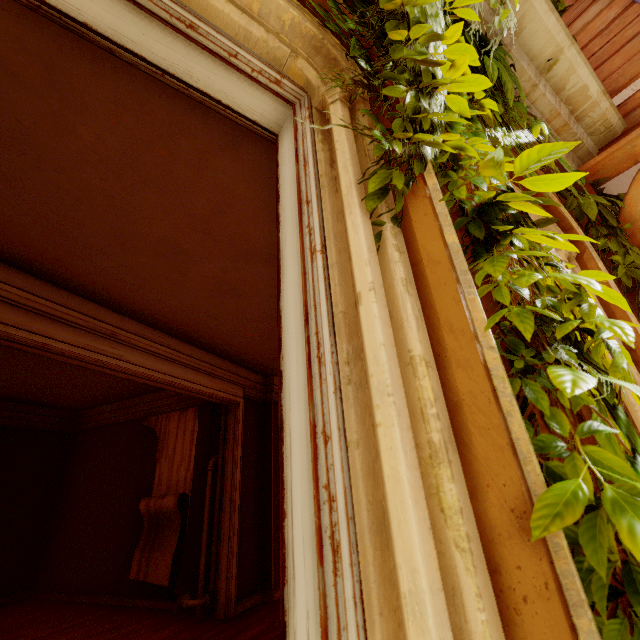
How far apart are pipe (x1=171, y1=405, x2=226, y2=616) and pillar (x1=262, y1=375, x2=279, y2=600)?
0.85m

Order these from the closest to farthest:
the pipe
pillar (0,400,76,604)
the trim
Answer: the trim, the pipe, pillar (0,400,76,604)

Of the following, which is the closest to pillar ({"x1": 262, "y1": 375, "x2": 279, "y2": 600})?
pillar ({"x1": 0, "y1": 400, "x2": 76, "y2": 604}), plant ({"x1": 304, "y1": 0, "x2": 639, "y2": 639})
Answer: plant ({"x1": 304, "y1": 0, "x2": 639, "y2": 639})

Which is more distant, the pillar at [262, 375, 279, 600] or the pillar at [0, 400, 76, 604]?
the pillar at [0, 400, 76, 604]

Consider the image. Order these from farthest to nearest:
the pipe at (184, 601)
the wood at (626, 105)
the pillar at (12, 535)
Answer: the pillar at (12, 535) → the pipe at (184, 601) → the wood at (626, 105)

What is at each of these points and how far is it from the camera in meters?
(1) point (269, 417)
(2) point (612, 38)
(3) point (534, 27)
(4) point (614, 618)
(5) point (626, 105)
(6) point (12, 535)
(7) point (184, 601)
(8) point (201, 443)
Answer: (1) pillar, 6.8 m
(2) wood, 3.3 m
(3) trim, 2.3 m
(4) plant, 0.6 m
(5) wood, 3.0 m
(6) pillar, 6.8 m
(7) pipe, 4.8 m
(8) wallpaper, 6.4 m

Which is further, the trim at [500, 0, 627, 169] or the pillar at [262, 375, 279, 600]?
the pillar at [262, 375, 279, 600]

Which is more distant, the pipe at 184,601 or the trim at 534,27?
the pipe at 184,601
